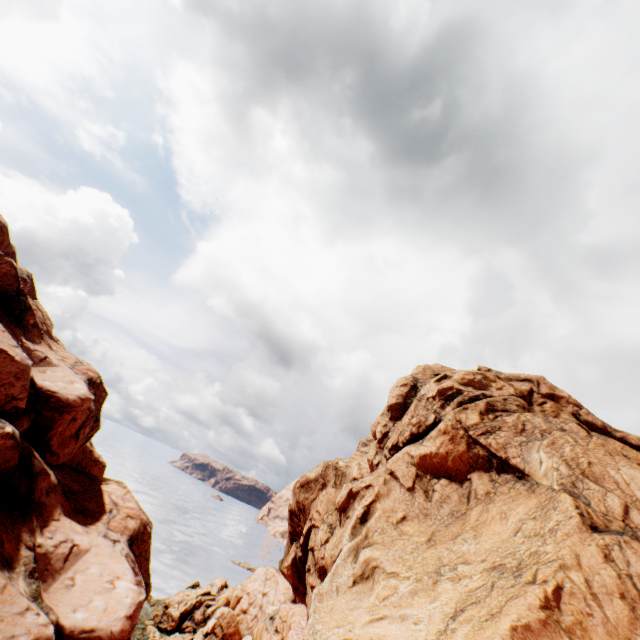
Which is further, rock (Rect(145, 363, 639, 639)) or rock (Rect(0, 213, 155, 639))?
rock (Rect(0, 213, 155, 639))

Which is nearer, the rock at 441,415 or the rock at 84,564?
the rock at 441,415

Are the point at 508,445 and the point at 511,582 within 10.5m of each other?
yes
